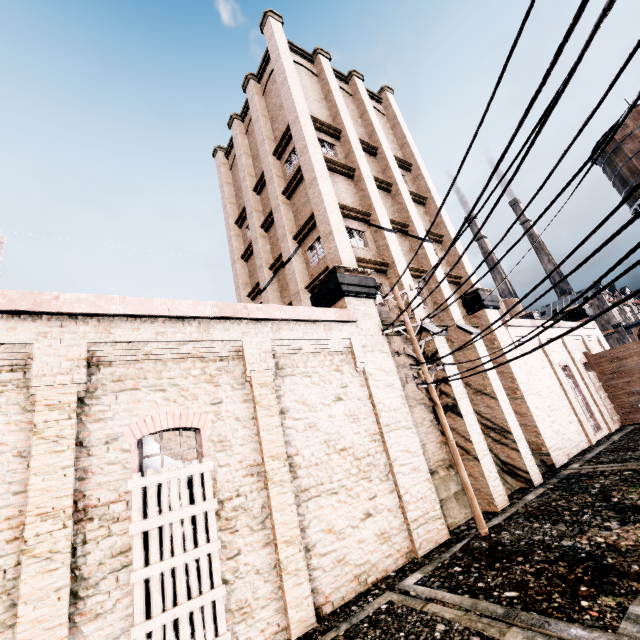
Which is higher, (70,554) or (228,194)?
(228,194)

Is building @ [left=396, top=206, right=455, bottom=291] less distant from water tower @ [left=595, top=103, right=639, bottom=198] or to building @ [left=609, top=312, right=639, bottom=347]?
water tower @ [left=595, top=103, right=639, bottom=198]

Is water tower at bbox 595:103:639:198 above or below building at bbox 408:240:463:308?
above

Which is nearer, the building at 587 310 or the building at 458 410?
the building at 458 410

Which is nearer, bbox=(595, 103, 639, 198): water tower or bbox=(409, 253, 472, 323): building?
bbox=(409, 253, 472, 323): building

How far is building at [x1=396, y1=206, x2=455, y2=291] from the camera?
16.3m

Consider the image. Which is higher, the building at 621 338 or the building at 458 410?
the building at 621 338

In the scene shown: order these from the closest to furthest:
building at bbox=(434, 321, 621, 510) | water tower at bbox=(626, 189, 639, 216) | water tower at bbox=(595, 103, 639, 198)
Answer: building at bbox=(434, 321, 621, 510) < water tower at bbox=(595, 103, 639, 198) < water tower at bbox=(626, 189, 639, 216)
